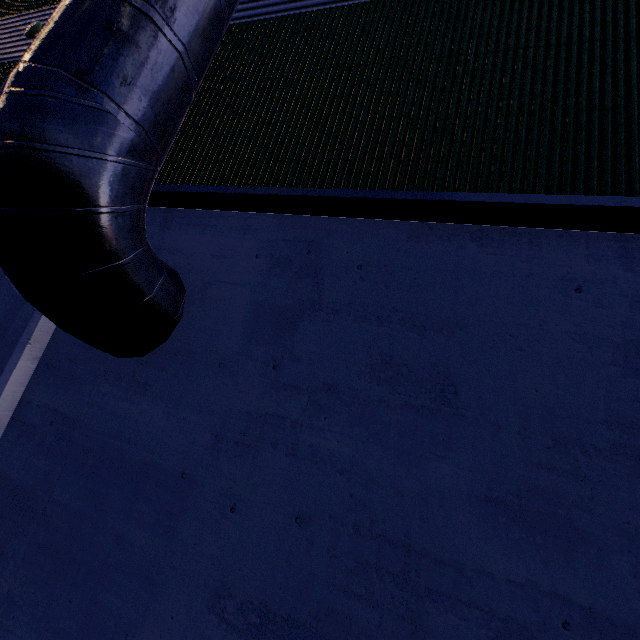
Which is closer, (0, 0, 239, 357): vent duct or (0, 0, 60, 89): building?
(0, 0, 239, 357): vent duct

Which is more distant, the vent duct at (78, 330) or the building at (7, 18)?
the building at (7, 18)

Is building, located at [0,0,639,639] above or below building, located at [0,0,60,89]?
below

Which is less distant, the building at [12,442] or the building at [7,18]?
A: the building at [12,442]

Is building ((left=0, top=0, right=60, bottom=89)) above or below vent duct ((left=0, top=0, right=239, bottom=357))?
above

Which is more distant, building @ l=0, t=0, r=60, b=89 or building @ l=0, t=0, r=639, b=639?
building @ l=0, t=0, r=60, b=89

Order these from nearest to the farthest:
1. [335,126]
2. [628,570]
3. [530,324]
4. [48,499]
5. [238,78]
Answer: [628,570] < [530,324] < [48,499] < [335,126] < [238,78]
